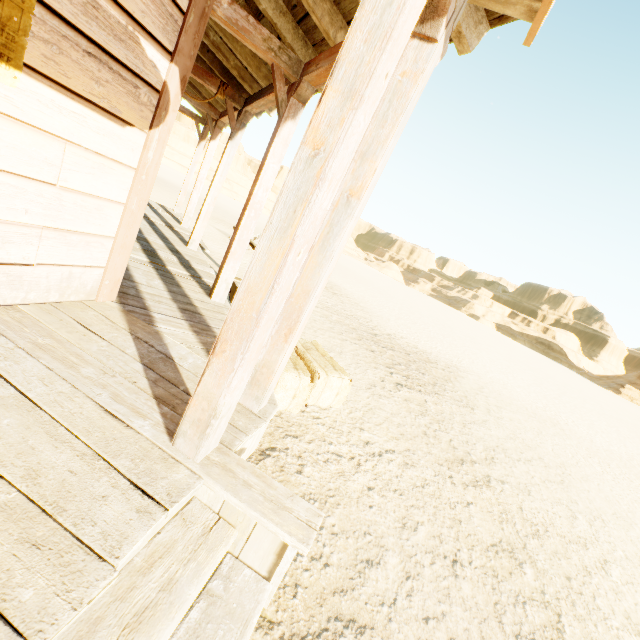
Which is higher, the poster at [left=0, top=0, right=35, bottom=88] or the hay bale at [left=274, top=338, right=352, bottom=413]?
the poster at [left=0, top=0, right=35, bottom=88]

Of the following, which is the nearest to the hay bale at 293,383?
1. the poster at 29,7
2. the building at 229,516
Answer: the building at 229,516

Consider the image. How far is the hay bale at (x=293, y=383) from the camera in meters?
3.1

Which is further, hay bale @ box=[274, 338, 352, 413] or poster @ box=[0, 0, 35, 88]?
hay bale @ box=[274, 338, 352, 413]

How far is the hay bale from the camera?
3.11m

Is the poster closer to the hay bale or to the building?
the building

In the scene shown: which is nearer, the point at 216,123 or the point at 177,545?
the point at 177,545

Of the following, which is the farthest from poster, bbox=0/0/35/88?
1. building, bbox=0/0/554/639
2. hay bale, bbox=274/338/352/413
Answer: hay bale, bbox=274/338/352/413
